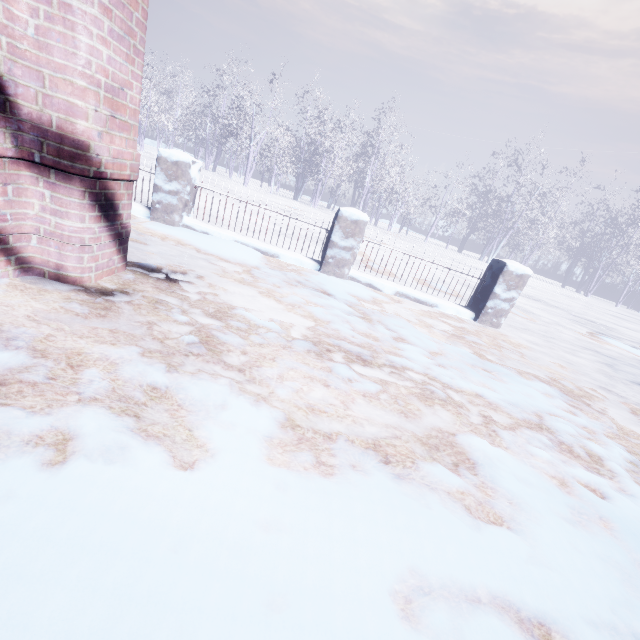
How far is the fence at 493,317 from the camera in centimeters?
416cm

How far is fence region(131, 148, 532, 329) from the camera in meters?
4.2 m

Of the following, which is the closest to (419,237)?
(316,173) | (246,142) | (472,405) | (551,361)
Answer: (316,173)
